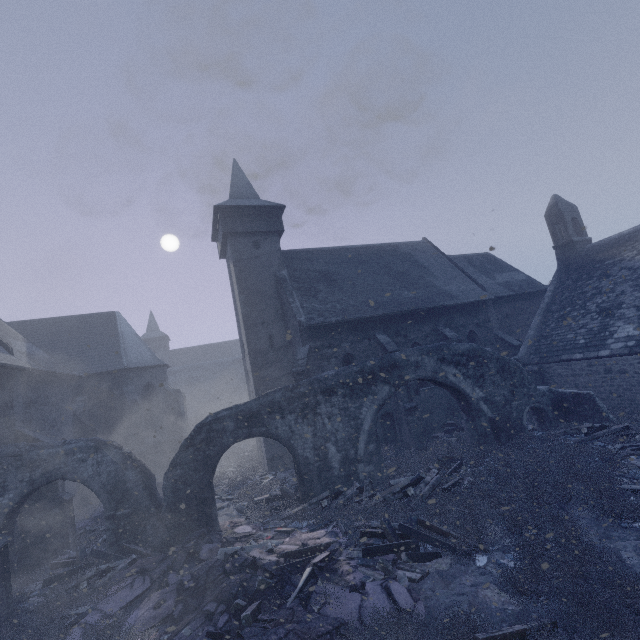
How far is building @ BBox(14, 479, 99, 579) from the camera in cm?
1100

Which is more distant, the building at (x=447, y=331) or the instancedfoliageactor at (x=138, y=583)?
the building at (x=447, y=331)

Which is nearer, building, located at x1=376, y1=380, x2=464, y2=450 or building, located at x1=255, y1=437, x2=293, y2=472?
building, located at x1=376, y1=380, x2=464, y2=450

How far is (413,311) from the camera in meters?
19.1 m

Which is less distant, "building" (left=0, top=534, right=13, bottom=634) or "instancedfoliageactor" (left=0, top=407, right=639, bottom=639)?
"instancedfoliageactor" (left=0, top=407, right=639, bottom=639)

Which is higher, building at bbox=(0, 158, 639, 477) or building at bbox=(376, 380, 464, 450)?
building at bbox=(0, 158, 639, 477)

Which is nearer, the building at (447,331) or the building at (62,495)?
the building at (62,495)
